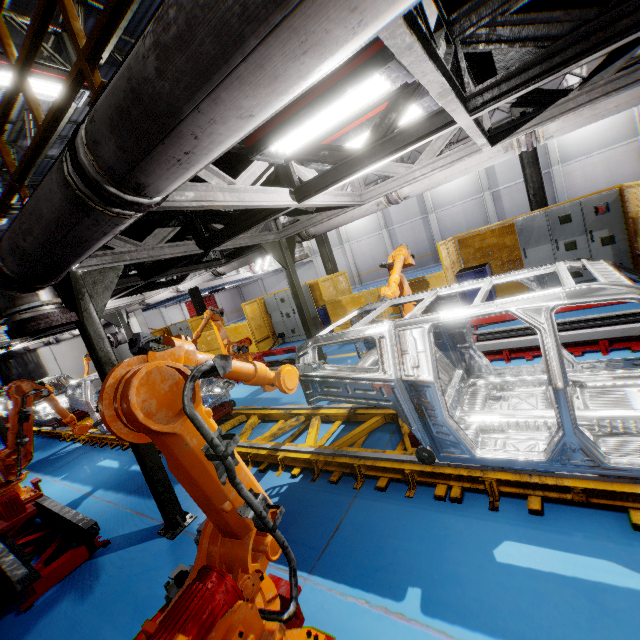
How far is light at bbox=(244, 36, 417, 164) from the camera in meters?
2.5 m

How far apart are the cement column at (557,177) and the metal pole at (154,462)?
25.4m

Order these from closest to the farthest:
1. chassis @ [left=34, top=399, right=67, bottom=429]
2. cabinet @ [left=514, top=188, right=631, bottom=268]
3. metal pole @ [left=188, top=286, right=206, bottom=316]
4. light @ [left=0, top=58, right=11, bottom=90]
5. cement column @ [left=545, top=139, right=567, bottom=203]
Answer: light @ [left=0, top=58, right=11, bottom=90]
cabinet @ [left=514, top=188, right=631, bottom=268]
chassis @ [left=34, top=399, right=67, bottom=429]
metal pole @ [left=188, top=286, right=206, bottom=316]
cement column @ [left=545, top=139, right=567, bottom=203]

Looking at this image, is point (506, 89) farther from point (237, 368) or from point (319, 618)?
point (319, 618)

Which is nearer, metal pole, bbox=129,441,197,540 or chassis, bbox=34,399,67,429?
metal pole, bbox=129,441,197,540

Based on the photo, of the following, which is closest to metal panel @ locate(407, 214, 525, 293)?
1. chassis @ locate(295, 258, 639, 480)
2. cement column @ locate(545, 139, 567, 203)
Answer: chassis @ locate(295, 258, 639, 480)

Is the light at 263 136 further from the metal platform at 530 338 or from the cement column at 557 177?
the cement column at 557 177

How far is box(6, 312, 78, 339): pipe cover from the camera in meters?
3.2
